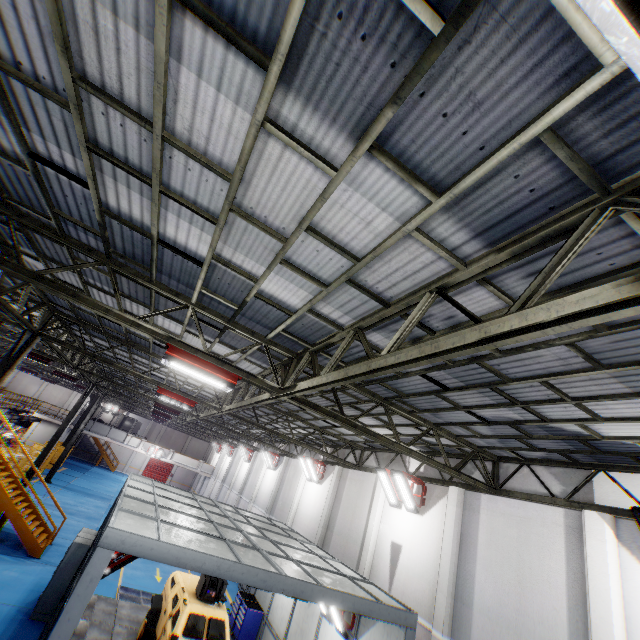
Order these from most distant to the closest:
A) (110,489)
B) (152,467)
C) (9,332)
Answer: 1. (152,467)
2. (110,489)
3. (9,332)

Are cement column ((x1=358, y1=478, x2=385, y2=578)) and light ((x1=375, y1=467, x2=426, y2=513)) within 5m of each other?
yes

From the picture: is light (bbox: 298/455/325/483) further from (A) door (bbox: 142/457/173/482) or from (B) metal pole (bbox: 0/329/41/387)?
(A) door (bbox: 142/457/173/482)

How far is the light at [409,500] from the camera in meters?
12.0

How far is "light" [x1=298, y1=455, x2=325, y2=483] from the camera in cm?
1881

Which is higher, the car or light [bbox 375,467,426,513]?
light [bbox 375,467,426,513]

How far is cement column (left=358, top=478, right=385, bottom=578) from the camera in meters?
12.6

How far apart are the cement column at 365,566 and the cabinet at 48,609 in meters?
10.1 m
